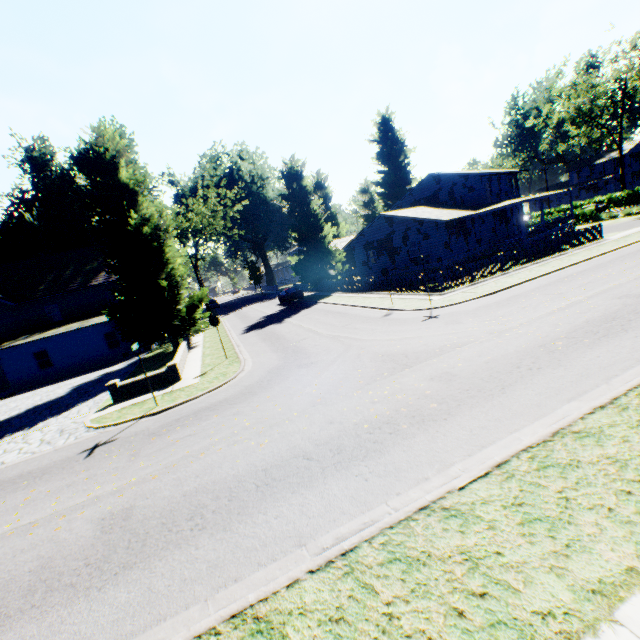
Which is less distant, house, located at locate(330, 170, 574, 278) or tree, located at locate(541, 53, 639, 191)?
house, located at locate(330, 170, 574, 278)

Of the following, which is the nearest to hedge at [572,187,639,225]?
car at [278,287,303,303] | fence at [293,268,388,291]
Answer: fence at [293,268,388,291]

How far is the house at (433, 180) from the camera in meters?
28.6

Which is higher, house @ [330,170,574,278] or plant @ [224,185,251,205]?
plant @ [224,185,251,205]

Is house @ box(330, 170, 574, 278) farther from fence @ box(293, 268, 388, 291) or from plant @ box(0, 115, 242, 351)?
fence @ box(293, 268, 388, 291)

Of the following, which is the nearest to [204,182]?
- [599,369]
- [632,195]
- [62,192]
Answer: [62,192]

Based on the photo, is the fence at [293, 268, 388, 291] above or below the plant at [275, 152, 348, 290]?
below

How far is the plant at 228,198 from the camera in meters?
40.3
